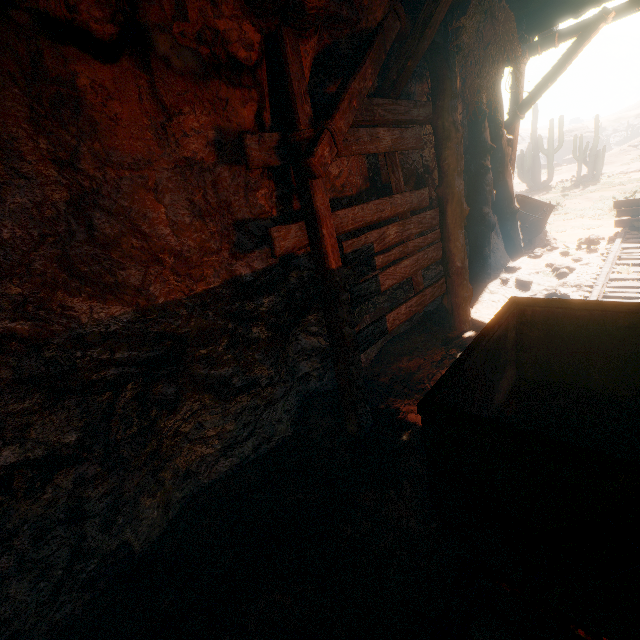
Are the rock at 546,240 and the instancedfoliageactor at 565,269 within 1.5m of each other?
no

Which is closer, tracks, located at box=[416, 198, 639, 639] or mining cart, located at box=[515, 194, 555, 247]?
tracks, located at box=[416, 198, 639, 639]

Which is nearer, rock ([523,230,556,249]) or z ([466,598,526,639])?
z ([466,598,526,639])

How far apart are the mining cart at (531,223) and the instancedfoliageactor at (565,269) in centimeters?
213cm

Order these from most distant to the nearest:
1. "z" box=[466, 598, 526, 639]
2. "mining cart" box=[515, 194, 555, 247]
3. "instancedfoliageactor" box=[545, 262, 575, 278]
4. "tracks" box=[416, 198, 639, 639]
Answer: "mining cart" box=[515, 194, 555, 247] < "instancedfoliageactor" box=[545, 262, 575, 278] < "z" box=[466, 598, 526, 639] < "tracks" box=[416, 198, 639, 639]

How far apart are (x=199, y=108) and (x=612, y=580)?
3.5m

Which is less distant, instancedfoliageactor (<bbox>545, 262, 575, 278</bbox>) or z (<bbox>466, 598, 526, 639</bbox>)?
z (<bbox>466, 598, 526, 639</bbox>)

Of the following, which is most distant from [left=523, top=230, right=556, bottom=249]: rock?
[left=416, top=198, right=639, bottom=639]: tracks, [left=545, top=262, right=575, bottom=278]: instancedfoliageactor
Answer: [left=545, top=262, right=575, bottom=278]: instancedfoliageactor
